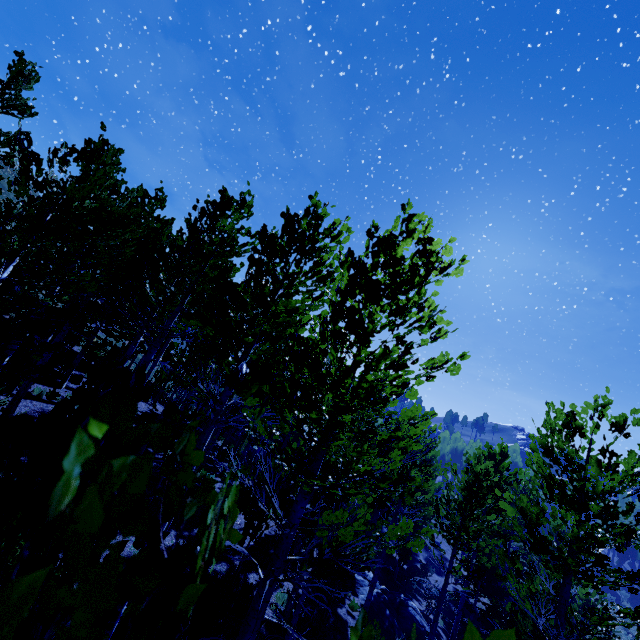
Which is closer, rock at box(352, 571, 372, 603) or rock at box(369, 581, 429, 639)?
rock at box(369, 581, 429, 639)

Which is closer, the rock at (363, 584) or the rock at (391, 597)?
the rock at (391, 597)

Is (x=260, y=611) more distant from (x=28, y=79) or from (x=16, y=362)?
(x=28, y=79)

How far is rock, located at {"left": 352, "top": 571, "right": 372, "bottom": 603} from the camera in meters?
16.5

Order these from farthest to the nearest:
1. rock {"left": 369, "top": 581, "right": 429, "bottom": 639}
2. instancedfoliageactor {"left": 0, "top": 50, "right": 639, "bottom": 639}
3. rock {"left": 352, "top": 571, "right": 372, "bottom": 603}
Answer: rock {"left": 352, "top": 571, "right": 372, "bottom": 603} → rock {"left": 369, "top": 581, "right": 429, "bottom": 639} → instancedfoliageactor {"left": 0, "top": 50, "right": 639, "bottom": 639}

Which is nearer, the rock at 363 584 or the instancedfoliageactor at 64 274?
the instancedfoliageactor at 64 274

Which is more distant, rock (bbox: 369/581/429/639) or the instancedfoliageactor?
A: rock (bbox: 369/581/429/639)
